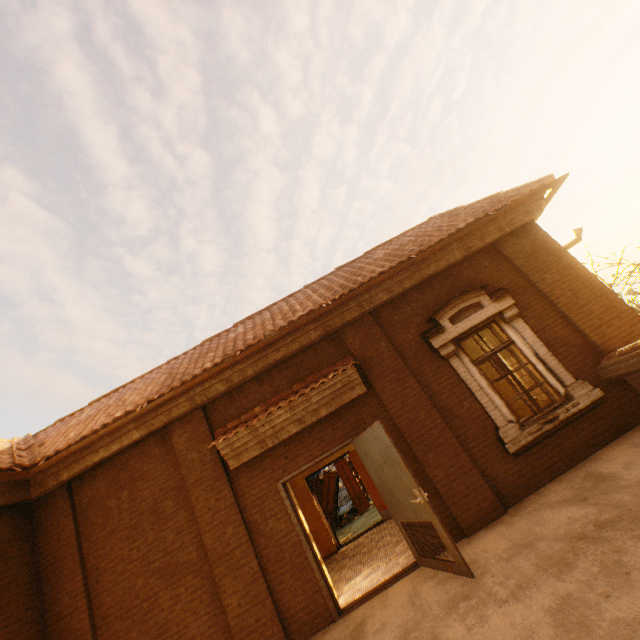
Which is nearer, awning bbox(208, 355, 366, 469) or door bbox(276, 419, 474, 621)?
door bbox(276, 419, 474, 621)

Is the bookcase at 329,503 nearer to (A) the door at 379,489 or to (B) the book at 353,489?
(B) the book at 353,489

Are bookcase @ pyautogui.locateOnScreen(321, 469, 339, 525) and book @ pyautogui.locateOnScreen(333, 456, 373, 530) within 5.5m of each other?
yes

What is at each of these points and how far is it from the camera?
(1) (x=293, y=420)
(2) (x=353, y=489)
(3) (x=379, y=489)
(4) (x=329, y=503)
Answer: (1) awning, 5.98m
(2) book, 14.07m
(3) door, 5.53m
(4) bookcase, 13.97m

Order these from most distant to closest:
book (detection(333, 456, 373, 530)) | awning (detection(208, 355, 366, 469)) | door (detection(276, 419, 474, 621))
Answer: book (detection(333, 456, 373, 530)) < awning (detection(208, 355, 366, 469)) < door (detection(276, 419, 474, 621))

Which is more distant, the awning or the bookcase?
the bookcase

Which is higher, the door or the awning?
the awning

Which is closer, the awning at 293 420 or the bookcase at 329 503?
the awning at 293 420
